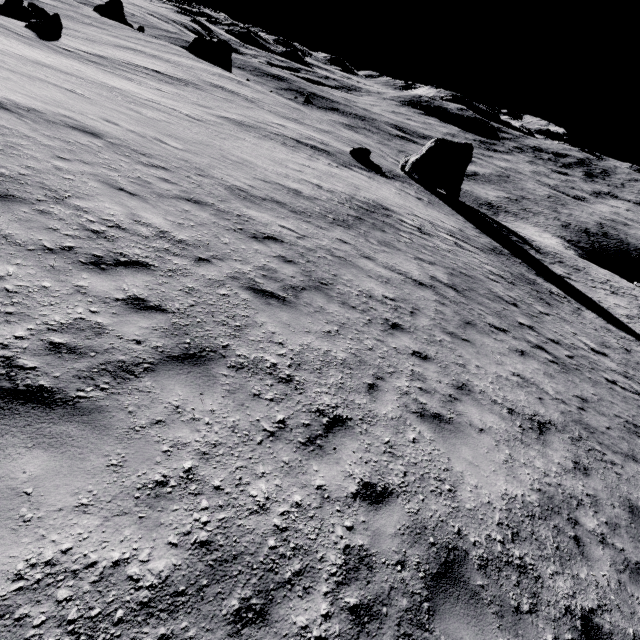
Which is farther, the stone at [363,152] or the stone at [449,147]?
the stone at [449,147]

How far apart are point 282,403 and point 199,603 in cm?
232

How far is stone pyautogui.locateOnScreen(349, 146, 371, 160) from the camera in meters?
36.0

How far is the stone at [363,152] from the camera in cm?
3597

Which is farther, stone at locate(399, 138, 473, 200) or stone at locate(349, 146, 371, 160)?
stone at locate(399, 138, 473, 200)

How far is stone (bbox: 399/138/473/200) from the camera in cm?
3875
